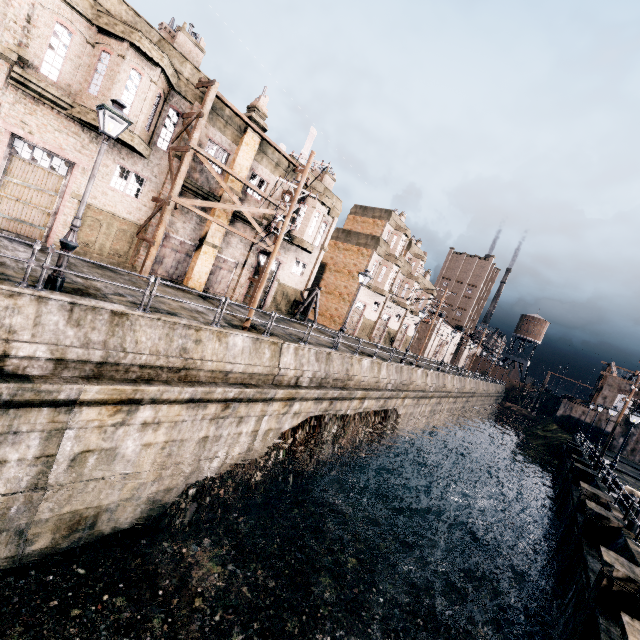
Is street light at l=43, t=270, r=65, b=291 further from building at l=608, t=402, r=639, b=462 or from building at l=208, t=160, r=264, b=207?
building at l=608, t=402, r=639, b=462

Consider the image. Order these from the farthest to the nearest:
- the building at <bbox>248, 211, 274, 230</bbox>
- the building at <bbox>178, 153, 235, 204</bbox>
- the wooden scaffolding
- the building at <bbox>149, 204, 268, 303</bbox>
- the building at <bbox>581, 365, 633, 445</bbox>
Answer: the building at <bbox>581, 365, 633, 445</bbox>
the building at <bbox>248, 211, 274, 230</bbox>
the building at <bbox>149, 204, 268, 303</bbox>
the building at <bbox>178, 153, 235, 204</bbox>
the wooden scaffolding

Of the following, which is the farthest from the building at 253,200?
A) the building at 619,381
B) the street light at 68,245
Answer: the building at 619,381

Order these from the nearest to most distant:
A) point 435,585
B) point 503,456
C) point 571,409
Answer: point 435,585 → point 503,456 → point 571,409

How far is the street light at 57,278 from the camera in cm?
934

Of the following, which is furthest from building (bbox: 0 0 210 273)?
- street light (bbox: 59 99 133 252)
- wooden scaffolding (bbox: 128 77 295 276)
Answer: street light (bbox: 59 99 133 252)

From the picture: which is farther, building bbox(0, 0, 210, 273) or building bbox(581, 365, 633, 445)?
building bbox(581, 365, 633, 445)

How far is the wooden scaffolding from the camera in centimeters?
1794cm
